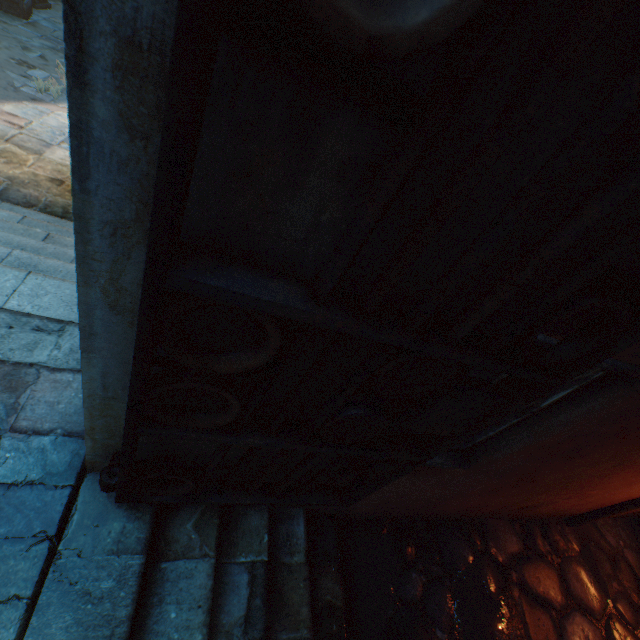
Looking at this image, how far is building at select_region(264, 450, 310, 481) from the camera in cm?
189

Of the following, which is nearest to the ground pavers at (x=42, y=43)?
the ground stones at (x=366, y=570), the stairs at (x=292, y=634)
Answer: the stairs at (x=292, y=634)

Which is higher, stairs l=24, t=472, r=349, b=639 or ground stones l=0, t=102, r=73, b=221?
stairs l=24, t=472, r=349, b=639

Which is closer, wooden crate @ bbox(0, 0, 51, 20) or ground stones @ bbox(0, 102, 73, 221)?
ground stones @ bbox(0, 102, 73, 221)

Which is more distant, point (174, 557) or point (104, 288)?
point (174, 557)

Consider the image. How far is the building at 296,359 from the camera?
1.1 meters

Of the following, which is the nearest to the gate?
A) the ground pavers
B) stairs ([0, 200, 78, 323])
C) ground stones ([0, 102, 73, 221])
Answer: stairs ([0, 200, 78, 323])

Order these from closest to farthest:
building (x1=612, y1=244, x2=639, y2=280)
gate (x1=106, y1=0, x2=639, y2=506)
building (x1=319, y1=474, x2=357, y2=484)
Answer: gate (x1=106, y1=0, x2=639, y2=506) → building (x1=612, y1=244, x2=639, y2=280) → building (x1=319, y1=474, x2=357, y2=484)
